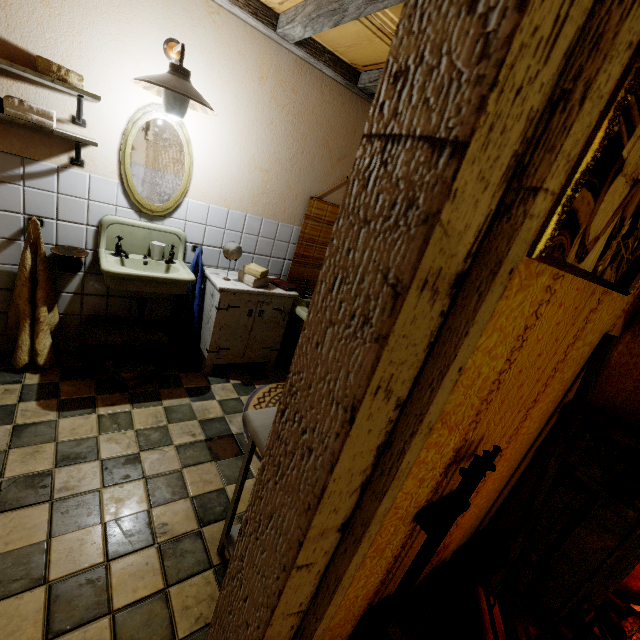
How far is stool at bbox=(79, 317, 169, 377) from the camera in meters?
2.5 m

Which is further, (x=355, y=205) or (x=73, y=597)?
(x=73, y=597)

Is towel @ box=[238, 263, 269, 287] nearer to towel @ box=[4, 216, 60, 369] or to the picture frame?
towel @ box=[4, 216, 60, 369]

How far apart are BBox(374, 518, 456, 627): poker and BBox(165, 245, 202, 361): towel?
2.43m

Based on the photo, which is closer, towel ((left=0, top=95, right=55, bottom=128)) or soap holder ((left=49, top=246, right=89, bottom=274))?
towel ((left=0, top=95, right=55, bottom=128))

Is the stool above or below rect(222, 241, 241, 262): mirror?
below

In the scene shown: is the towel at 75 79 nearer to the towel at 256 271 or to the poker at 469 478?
the towel at 256 271

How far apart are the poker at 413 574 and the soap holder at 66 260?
2.7 meters
